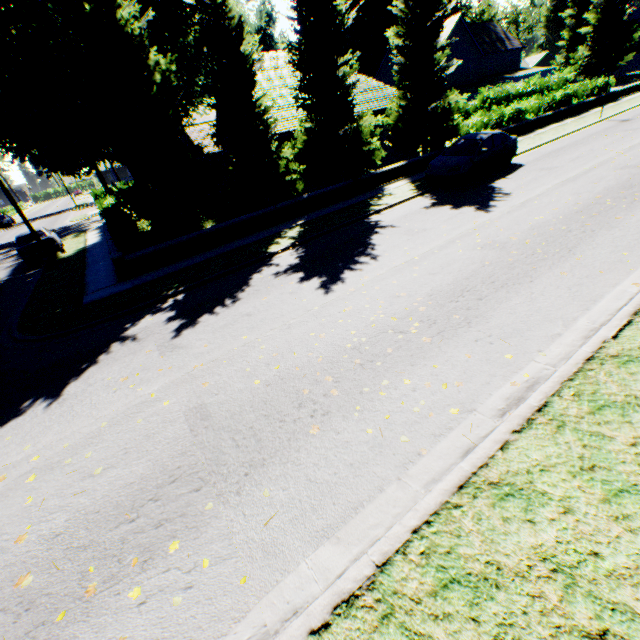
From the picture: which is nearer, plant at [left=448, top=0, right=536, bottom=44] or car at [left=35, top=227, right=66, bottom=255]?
car at [left=35, top=227, right=66, bottom=255]

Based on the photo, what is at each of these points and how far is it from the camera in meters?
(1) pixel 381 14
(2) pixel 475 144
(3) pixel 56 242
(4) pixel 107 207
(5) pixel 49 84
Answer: (1) plant, 49.2
(2) car, 13.8
(3) car, 17.9
(4) hedge, 20.9
(5) tree, 14.3

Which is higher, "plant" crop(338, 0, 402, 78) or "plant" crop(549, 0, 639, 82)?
"plant" crop(338, 0, 402, 78)

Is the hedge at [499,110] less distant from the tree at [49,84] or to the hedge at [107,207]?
the tree at [49,84]

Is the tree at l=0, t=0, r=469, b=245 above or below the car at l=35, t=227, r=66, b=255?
above

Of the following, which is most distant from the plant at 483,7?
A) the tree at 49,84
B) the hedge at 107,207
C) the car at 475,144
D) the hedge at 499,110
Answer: the hedge at 107,207

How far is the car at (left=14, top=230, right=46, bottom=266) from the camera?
17.1m

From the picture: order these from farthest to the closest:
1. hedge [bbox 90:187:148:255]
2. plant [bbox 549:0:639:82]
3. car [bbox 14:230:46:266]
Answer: plant [bbox 549:0:639:82], car [bbox 14:230:46:266], hedge [bbox 90:187:148:255]
